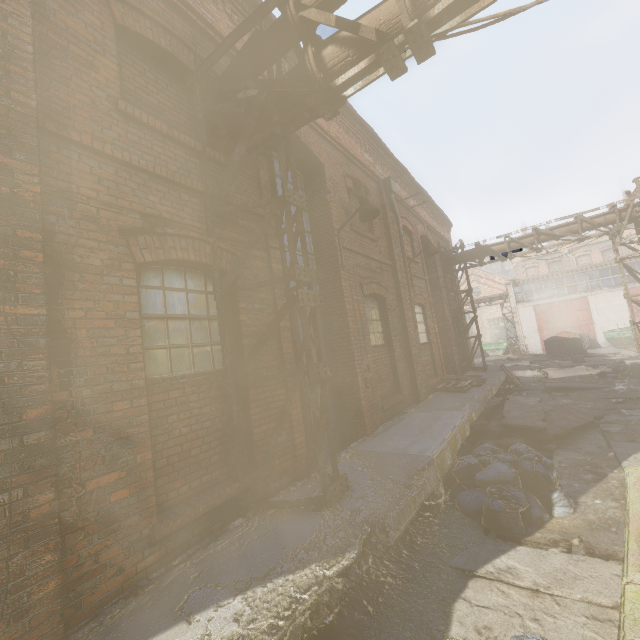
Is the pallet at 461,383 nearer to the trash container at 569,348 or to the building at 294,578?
the building at 294,578

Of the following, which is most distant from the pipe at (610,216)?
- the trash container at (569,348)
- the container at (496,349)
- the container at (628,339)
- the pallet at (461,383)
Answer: the container at (496,349)

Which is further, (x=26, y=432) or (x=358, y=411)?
(x=358, y=411)

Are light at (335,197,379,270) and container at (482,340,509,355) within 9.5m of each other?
no

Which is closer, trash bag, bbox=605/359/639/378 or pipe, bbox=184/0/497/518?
pipe, bbox=184/0/497/518

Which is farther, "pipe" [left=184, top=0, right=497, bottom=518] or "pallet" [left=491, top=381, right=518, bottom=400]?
"pallet" [left=491, top=381, right=518, bottom=400]

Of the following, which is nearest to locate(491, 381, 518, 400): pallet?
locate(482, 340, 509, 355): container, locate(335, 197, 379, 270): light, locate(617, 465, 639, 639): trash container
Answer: locate(335, 197, 379, 270): light

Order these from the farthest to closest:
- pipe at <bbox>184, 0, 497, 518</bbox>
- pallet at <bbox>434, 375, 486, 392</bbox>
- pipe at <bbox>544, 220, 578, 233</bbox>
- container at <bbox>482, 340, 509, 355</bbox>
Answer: container at <bbox>482, 340, 509, 355</bbox> < pipe at <bbox>544, 220, 578, 233</bbox> < pallet at <bbox>434, 375, 486, 392</bbox> < pipe at <bbox>184, 0, 497, 518</bbox>
